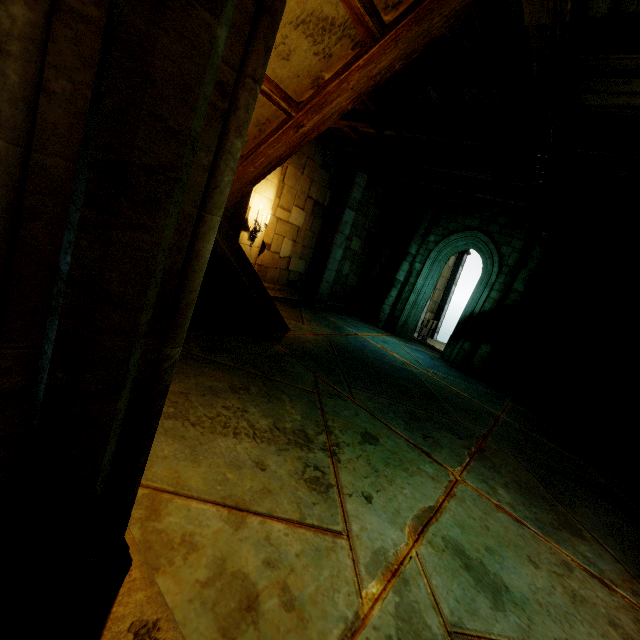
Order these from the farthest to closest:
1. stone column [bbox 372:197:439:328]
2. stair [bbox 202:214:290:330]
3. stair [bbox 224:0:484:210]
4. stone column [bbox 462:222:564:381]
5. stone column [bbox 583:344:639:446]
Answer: stone column [bbox 372:197:439:328] → stone column [bbox 462:222:564:381] → stone column [bbox 583:344:639:446] → stair [bbox 202:214:290:330] → stair [bbox 224:0:484:210]

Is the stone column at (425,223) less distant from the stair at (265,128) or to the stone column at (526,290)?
the stone column at (526,290)

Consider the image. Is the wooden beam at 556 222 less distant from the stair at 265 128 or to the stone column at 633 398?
the stair at 265 128

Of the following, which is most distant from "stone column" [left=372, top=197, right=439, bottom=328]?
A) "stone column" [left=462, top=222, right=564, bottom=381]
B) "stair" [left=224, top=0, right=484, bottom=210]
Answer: "stair" [left=224, top=0, right=484, bottom=210]

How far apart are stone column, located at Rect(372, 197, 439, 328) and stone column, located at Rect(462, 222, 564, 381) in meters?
3.1

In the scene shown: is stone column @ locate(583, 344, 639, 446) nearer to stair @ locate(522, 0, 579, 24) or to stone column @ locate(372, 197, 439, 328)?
stone column @ locate(372, 197, 439, 328)

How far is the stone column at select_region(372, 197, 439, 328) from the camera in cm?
1143

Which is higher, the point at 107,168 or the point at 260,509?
the point at 107,168
